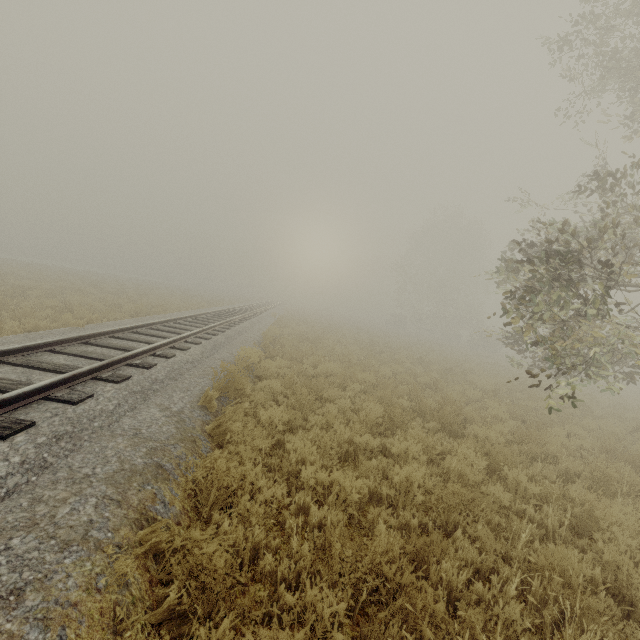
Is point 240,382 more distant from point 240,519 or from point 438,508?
point 438,508
